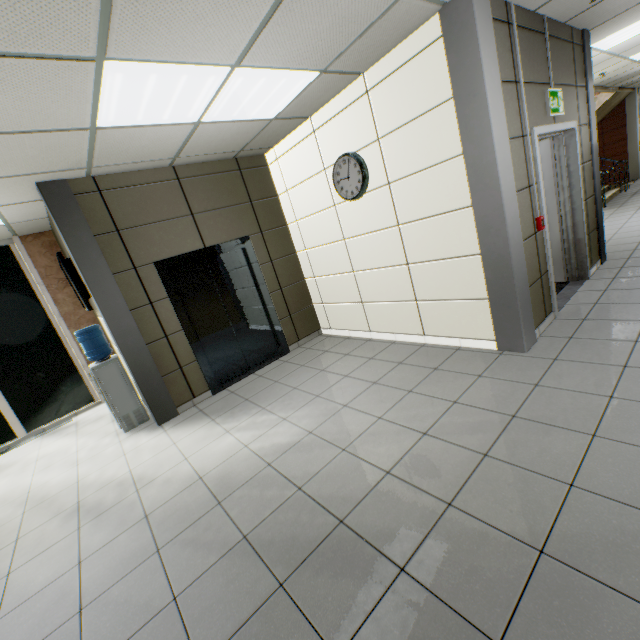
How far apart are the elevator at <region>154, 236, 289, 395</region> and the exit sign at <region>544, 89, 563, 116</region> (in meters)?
4.17

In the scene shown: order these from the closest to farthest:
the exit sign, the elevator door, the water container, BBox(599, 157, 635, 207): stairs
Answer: the exit sign, the water container, the elevator door, BBox(599, 157, 635, 207): stairs

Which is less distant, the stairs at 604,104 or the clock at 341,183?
the clock at 341,183

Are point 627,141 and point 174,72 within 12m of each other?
no

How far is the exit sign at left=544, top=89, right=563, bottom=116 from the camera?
3.6m

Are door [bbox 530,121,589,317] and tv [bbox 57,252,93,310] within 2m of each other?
no

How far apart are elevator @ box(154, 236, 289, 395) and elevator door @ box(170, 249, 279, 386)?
0.00m

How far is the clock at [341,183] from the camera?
4.0 meters
